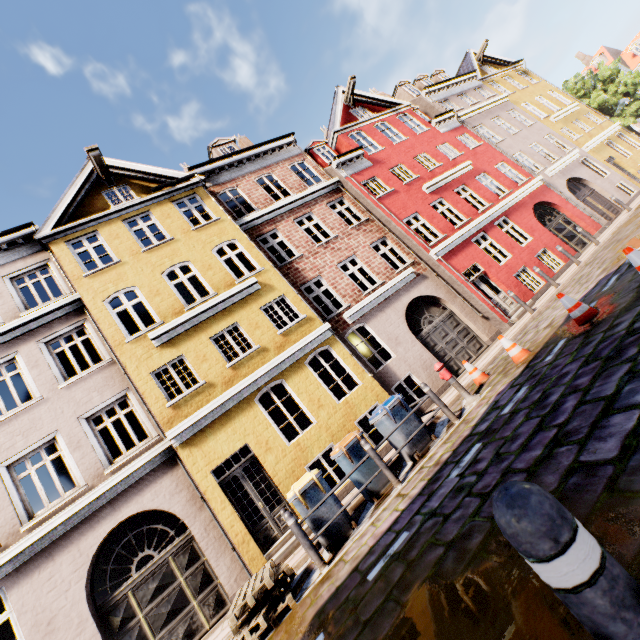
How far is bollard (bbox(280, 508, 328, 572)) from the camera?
5.56m

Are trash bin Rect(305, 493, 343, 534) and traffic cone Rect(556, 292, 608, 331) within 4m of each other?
no

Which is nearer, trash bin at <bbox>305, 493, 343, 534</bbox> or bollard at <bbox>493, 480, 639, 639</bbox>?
bollard at <bbox>493, 480, 639, 639</bbox>

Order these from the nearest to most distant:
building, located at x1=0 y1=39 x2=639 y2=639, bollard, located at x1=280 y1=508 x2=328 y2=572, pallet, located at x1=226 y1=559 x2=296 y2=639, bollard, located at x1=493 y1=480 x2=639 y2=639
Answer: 1. bollard, located at x1=493 y1=480 x2=639 y2=639
2. pallet, located at x1=226 y1=559 x2=296 y2=639
3. bollard, located at x1=280 y1=508 x2=328 y2=572
4. building, located at x1=0 y1=39 x2=639 y2=639

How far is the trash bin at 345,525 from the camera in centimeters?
603cm

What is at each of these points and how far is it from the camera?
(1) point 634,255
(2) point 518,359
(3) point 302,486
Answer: (1) traffic cone, 5.1m
(2) traffic cone, 7.4m
(3) trash bin, 6.2m

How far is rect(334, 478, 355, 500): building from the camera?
8.9m

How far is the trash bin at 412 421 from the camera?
7.1m
